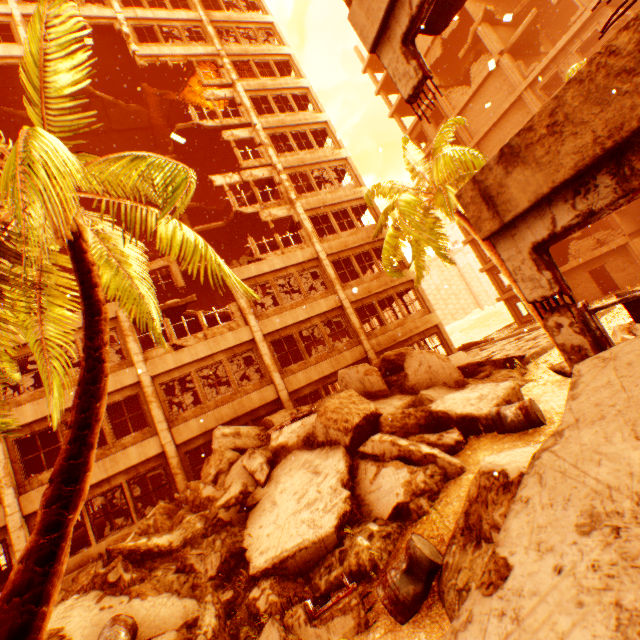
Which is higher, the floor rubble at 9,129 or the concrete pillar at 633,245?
the floor rubble at 9,129

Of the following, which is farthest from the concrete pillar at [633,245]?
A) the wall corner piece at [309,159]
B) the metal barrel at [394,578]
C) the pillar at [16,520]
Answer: the pillar at [16,520]

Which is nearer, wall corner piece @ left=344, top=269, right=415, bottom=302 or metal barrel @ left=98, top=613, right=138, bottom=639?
metal barrel @ left=98, top=613, right=138, bottom=639

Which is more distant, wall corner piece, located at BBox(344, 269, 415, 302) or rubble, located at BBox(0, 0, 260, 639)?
wall corner piece, located at BBox(344, 269, 415, 302)

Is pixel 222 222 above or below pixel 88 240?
above

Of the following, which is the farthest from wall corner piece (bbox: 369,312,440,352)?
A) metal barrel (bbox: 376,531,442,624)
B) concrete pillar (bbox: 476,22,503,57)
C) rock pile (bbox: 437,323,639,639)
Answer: concrete pillar (bbox: 476,22,503,57)

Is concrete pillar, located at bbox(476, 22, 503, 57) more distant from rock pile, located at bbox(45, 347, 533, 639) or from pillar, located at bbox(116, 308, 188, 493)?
pillar, located at bbox(116, 308, 188, 493)

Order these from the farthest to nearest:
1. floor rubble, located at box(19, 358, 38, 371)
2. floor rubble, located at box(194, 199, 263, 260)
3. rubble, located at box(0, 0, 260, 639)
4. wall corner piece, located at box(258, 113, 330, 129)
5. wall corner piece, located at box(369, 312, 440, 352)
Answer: floor rubble, located at box(194, 199, 263, 260) < wall corner piece, located at box(258, 113, 330, 129) < wall corner piece, located at box(369, 312, 440, 352) < floor rubble, located at box(19, 358, 38, 371) < rubble, located at box(0, 0, 260, 639)
